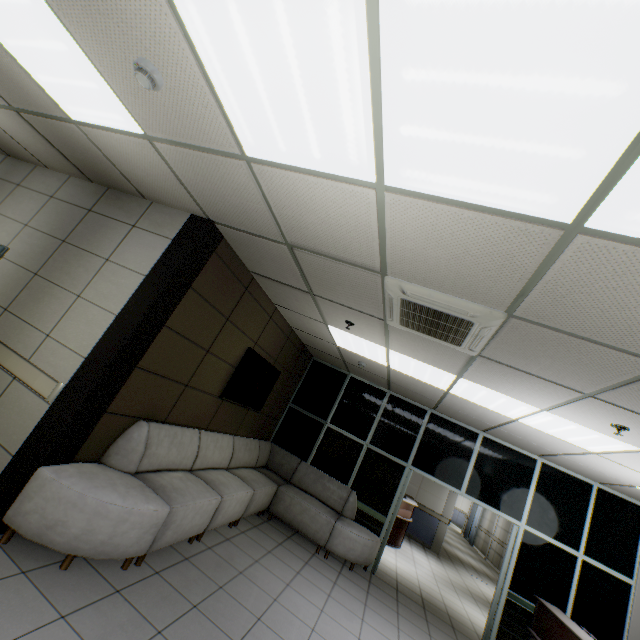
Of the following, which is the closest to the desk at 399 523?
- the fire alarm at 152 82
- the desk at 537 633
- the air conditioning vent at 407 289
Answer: the desk at 537 633

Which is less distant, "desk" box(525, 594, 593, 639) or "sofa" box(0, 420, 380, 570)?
"sofa" box(0, 420, 380, 570)

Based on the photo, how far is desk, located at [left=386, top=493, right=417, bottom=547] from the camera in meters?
8.6 m

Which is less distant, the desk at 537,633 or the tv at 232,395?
the desk at 537,633

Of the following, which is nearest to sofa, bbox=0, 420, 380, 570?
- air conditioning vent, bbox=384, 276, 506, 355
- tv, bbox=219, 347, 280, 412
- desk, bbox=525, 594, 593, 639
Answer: tv, bbox=219, 347, 280, 412

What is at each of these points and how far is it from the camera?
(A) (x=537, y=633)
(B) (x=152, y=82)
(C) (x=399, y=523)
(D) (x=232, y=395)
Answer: (A) desk, 4.51m
(B) fire alarm, 1.91m
(C) desk, 8.73m
(D) tv, 4.97m

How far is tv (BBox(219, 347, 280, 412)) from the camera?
4.88m

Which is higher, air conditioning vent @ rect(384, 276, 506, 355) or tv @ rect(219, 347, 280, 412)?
air conditioning vent @ rect(384, 276, 506, 355)
